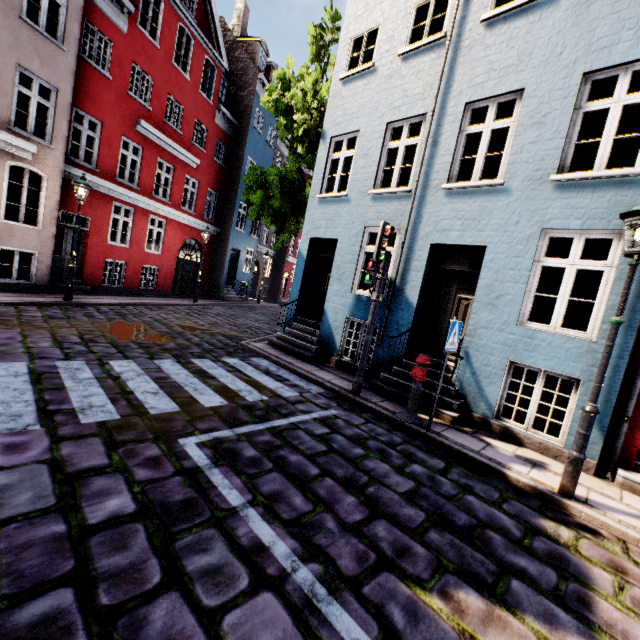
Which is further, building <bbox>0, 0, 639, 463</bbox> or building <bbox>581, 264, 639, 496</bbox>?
building <bbox>0, 0, 639, 463</bbox>

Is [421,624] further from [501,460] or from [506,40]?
[506,40]

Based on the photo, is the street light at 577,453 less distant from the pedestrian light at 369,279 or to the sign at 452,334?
the sign at 452,334

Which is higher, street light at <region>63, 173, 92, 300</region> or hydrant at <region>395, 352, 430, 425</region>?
street light at <region>63, 173, 92, 300</region>

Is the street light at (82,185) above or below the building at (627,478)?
above

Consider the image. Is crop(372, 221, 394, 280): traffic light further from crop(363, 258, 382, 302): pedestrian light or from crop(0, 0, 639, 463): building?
crop(0, 0, 639, 463): building

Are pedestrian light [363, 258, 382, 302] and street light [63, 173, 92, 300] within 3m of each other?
no

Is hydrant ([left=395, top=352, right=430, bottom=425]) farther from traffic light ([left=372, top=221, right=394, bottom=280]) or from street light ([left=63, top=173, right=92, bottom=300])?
street light ([left=63, top=173, right=92, bottom=300])
